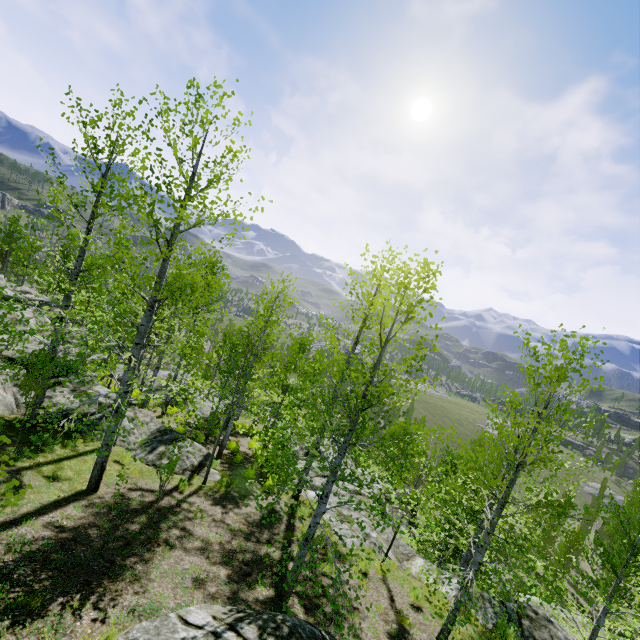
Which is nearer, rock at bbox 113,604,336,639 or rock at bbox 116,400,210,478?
rock at bbox 113,604,336,639

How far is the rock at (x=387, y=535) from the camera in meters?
11.7

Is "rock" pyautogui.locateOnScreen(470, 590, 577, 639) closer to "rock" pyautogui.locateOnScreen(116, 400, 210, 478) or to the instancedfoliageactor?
the instancedfoliageactor

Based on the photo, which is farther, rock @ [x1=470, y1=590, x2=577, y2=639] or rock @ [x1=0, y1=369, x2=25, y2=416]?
rock @ [x1=0, y1=369, x2=25, y2=416]

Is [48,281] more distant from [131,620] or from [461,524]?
[461,524]

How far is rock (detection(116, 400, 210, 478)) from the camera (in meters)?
12.17

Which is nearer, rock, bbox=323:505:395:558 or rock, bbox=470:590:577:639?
rock, bbox=470:590:577:639

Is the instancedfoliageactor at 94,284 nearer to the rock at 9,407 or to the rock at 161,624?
the rock at 9,407
